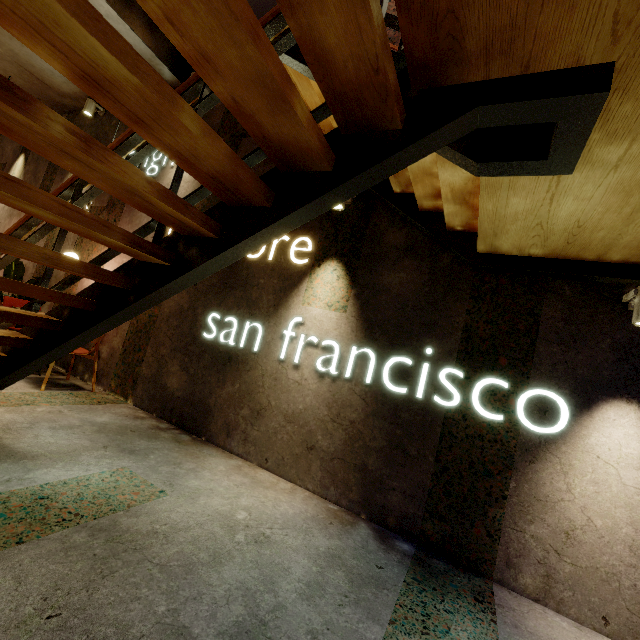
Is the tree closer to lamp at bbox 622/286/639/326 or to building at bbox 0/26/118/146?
building at bbox 0/26/118/146

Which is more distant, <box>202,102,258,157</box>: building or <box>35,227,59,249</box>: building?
<box>35,227,59,249</box>: building

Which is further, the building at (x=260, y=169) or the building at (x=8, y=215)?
the building at (x=8, y=215)

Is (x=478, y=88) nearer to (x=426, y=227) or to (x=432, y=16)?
(x=432, y=16)

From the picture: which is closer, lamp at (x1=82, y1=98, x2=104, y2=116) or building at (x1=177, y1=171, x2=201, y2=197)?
building at (x1=177, y1=171, x2=201, y2=197)

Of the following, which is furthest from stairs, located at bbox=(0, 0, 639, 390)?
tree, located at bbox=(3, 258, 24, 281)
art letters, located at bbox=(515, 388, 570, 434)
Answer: tree, located at bbox=(3, 258, 24, 281)

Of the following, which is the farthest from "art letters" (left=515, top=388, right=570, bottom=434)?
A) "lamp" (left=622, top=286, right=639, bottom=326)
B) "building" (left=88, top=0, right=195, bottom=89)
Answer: "lamp" (left=622, top=286, right=639, bottom=326)
